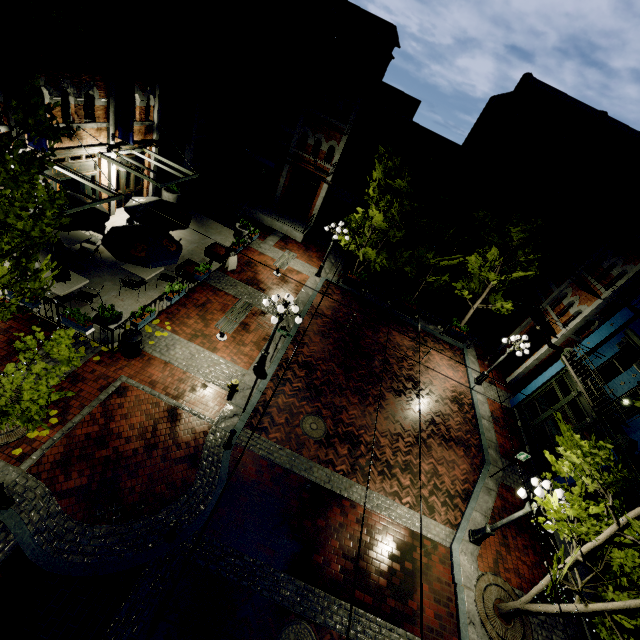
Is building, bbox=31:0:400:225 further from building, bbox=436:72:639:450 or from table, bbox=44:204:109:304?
building, bbox=436:72:639:450

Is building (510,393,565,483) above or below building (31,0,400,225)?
below

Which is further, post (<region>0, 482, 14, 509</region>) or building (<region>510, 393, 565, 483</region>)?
building (<region>510, 393, 565, 483</region>)

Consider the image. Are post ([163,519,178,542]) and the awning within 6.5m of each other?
no

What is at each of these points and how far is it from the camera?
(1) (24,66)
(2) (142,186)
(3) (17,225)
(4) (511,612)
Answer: (1) banner, 9.54m
(2) building, 17.92m
(3) tree, 5.43m
(4) tree, 8.91m

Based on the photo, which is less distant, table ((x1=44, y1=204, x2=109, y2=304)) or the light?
the light

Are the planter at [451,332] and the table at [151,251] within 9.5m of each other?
no

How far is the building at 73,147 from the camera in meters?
12.4 m
